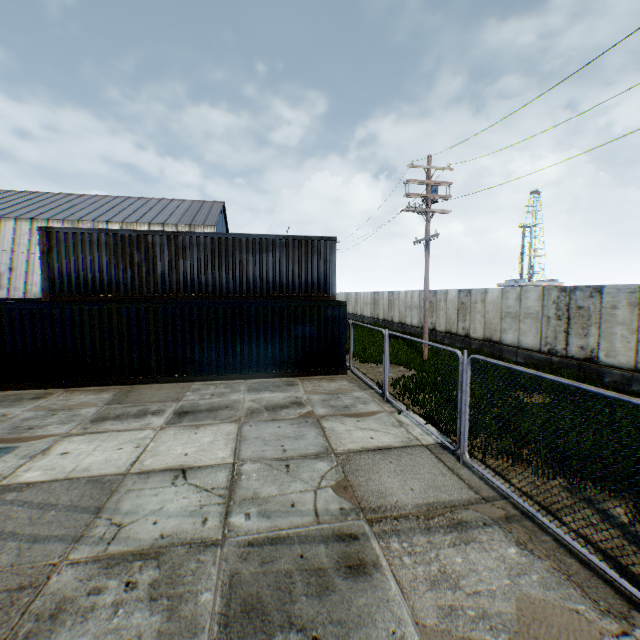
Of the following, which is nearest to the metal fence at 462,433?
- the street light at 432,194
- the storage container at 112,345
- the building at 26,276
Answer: the storage container at 112,345

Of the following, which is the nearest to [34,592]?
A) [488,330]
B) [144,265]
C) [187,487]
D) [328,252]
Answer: [187,487]

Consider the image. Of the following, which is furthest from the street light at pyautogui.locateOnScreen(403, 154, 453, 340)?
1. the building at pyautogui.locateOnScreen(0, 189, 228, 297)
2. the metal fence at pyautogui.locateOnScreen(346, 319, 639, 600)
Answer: the building at pyautogui.locateOnScreen(0, 189, 228, 297)

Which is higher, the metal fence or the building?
the building

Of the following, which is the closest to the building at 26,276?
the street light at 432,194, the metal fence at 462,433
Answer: the metal fence at 462,433

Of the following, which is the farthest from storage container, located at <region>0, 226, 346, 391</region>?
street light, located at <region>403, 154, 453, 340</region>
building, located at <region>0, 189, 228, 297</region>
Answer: building, located at <region>0, 189, 228, 297</region>

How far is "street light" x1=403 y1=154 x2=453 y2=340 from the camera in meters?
14.8 m

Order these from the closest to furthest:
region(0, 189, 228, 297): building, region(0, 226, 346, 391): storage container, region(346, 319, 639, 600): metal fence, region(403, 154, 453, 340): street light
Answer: region(346, 319, 639, 600): metal fence → region(0, 226, 346, 391): storage container → region(403, 154, 453, 340): street light → region(0, 189, 228, 297): building
